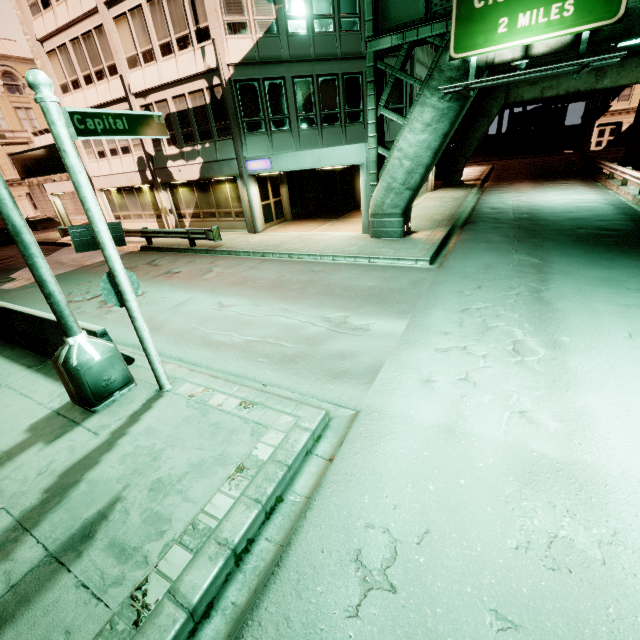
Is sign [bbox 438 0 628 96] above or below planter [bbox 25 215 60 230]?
above

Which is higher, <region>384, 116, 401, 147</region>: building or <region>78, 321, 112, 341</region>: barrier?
<region>384, 116, 401, 147</region>: building

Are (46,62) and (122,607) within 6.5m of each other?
no

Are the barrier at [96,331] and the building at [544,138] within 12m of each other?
no

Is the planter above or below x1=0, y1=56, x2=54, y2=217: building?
below

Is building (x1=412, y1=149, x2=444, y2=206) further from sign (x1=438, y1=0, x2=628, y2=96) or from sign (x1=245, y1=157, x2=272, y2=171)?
sign (x1=438, y1=0, x2=628, y2=96)

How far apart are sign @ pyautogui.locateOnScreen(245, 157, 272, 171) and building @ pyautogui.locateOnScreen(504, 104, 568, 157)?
49.8 meters

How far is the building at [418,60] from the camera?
16.7m
